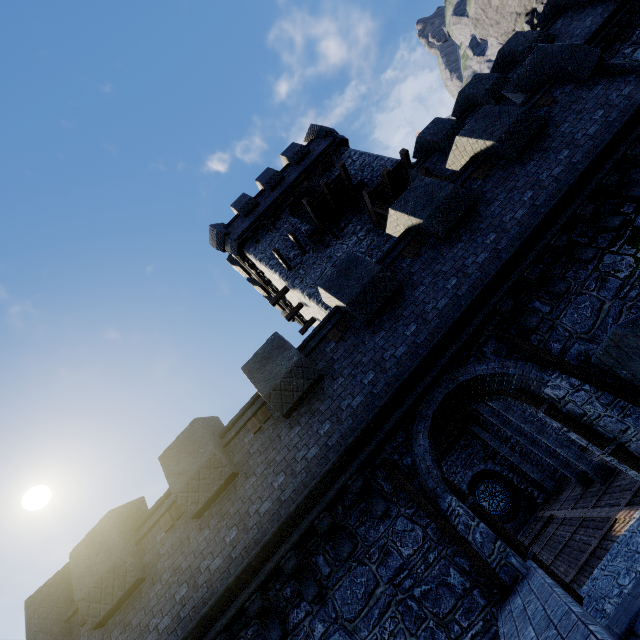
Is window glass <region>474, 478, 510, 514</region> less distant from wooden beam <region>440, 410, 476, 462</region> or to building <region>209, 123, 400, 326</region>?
wooden beam <region>440, 410, 476, 462</region>

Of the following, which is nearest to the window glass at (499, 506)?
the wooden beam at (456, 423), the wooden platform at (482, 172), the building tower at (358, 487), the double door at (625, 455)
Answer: the building tower at (358, 487)

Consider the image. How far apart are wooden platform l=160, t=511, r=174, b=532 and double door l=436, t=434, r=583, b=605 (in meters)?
6.23

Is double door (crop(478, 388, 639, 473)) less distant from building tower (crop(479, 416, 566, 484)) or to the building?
building tower (crop(479, 416, 566, 484))

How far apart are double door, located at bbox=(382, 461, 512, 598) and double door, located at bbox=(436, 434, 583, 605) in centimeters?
75cm

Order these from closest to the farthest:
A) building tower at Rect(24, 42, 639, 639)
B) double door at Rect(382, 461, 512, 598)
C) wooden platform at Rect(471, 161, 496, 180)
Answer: double door at Rect(382, 461, 512, 598) → building tower at Rect(24, 42, 639, 639) → wooden platform at Rect(471, 161, 496, 180)

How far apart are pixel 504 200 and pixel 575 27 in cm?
1358

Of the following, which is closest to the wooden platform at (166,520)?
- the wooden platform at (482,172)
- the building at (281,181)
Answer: the building at (281,181)
